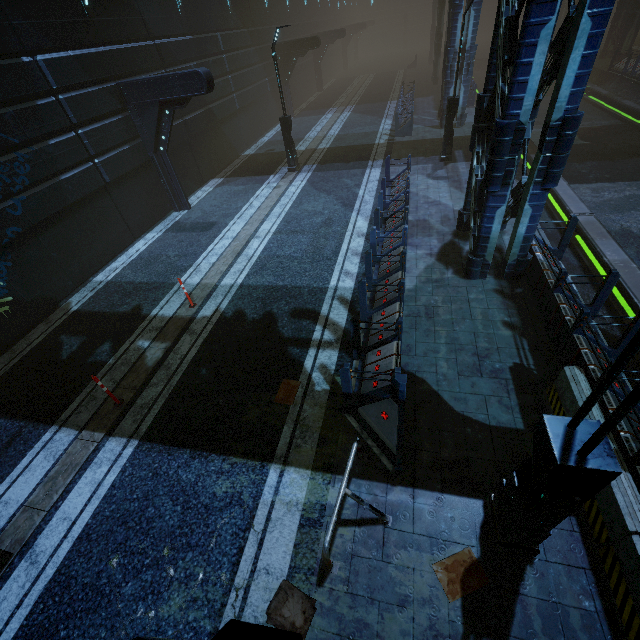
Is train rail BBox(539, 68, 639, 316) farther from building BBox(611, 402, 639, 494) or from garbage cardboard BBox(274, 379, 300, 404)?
garbage cardboard BBox(274, 379, 300, 404)

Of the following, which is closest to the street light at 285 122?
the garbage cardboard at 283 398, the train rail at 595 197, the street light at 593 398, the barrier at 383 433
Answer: the train rail at 595 197

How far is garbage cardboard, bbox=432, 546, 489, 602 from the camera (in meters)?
4.05

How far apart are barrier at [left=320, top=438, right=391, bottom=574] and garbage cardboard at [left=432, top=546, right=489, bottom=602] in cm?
71

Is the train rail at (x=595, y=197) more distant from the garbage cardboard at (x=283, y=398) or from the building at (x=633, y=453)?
the garbage cardboard at (x=283, y=398)

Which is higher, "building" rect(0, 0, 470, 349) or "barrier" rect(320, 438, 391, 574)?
"building" rect(0, 0, 470, 349)

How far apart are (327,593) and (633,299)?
9.2m

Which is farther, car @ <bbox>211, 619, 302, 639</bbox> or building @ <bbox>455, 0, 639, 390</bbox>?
building @ <bbox>455, 0, 639, 390</bbox>
